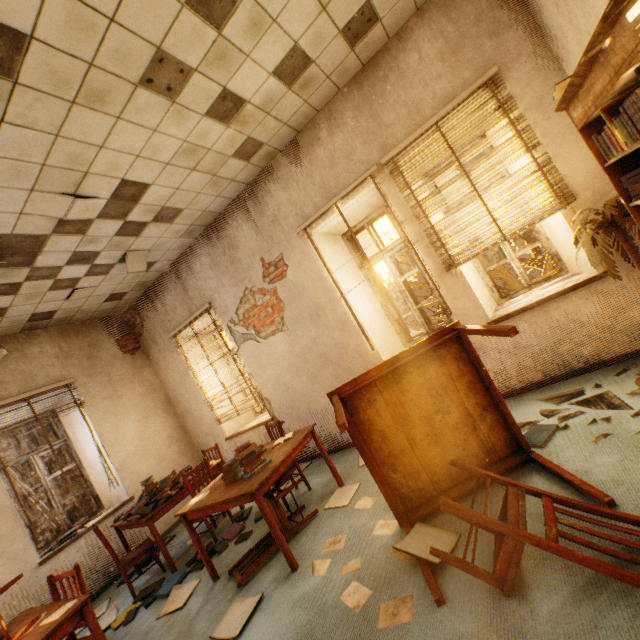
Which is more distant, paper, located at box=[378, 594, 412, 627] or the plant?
the plant

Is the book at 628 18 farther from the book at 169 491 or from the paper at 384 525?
the book at 169 491

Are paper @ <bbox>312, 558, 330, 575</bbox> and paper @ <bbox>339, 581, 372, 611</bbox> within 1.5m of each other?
yes

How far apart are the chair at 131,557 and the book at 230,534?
0.1m

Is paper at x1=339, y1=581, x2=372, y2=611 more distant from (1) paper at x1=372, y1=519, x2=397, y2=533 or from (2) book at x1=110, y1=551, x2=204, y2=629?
(2) book at x1=110, y1=551, x2=204, y2=629

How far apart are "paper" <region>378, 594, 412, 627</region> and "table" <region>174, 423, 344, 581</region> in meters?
1.0

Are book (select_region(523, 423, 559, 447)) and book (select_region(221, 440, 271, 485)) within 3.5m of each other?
yes

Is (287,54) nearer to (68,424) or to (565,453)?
(565,453)
